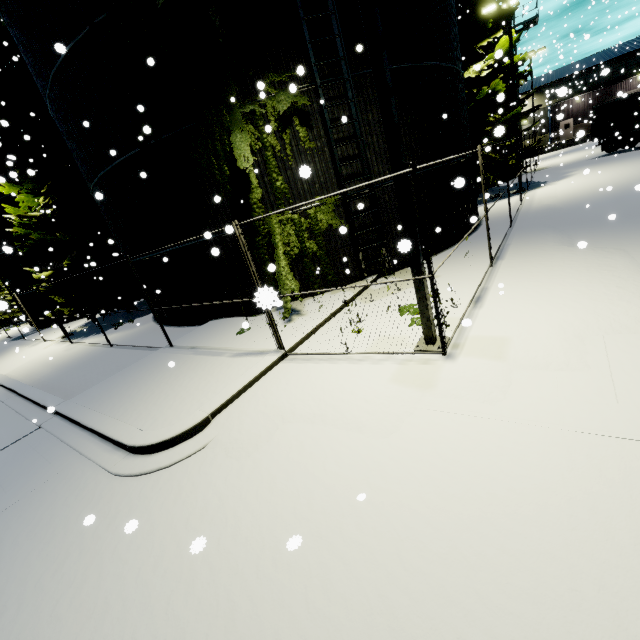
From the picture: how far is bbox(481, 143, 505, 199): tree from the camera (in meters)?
18.95

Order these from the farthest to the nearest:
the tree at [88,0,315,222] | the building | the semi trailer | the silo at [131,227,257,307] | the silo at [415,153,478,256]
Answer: the building → the semi trailer → the silo at [415,153,478,256] → the silo at [131,227,257,307] → the tree at [88,0,315,222]

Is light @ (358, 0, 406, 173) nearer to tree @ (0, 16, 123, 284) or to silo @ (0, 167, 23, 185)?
tree @ (0, 16, 123, 284)

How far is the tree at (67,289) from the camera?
16.9m

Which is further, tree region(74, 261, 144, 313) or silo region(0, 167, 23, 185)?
tree region(74, 261, 144, 313)

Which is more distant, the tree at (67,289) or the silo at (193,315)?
the tree at (67,289)

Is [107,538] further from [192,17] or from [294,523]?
[192,17]
